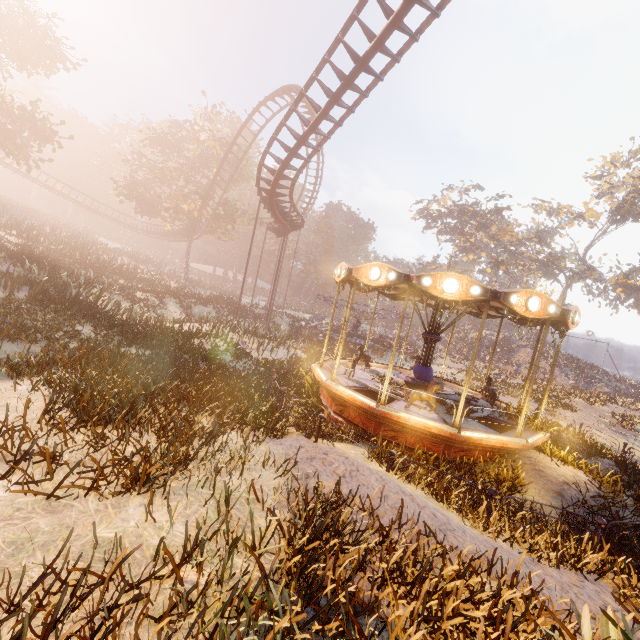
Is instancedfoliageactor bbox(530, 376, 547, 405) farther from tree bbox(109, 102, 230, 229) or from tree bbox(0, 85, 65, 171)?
tree bbox(0, 85, 65, 171)

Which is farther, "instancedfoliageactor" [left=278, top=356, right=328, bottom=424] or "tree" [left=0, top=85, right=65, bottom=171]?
"tree" [left=0, top=85, right=65, bottom=171]

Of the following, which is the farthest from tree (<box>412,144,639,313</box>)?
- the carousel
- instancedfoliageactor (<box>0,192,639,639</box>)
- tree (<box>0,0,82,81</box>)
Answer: tree (<box>0,0,82,81</box>)

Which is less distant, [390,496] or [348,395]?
[390,496]

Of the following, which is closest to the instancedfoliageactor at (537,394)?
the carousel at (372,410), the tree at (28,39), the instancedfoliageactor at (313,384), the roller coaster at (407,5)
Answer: the carousel at (372,410)

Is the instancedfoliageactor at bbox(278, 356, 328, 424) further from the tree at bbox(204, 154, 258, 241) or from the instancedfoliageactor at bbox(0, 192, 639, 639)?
the tree at bbox(204, 154, 258, 241)

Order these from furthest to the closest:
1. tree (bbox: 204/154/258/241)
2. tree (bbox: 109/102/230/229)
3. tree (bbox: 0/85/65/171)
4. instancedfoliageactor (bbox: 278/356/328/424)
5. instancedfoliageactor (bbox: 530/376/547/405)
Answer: tree (bbox: 204/154/258/241), tree (bbox: 109/102/230/229), instancedfoliageactor (bbox: 530/376/547/405), tree (bbox: 0/85/65/171), instancedfoliageactor (bbox: 278/356/328/424)

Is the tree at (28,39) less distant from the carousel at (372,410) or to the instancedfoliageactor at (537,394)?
the carousel at (372,410)
